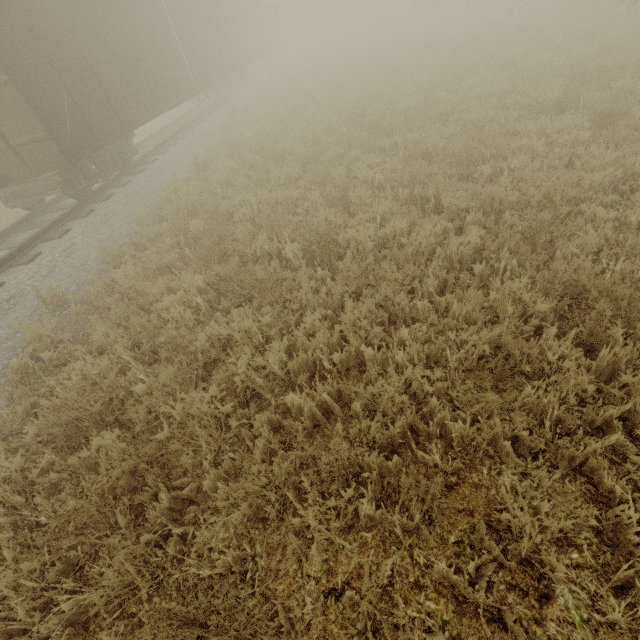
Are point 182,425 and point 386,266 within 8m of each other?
yes
